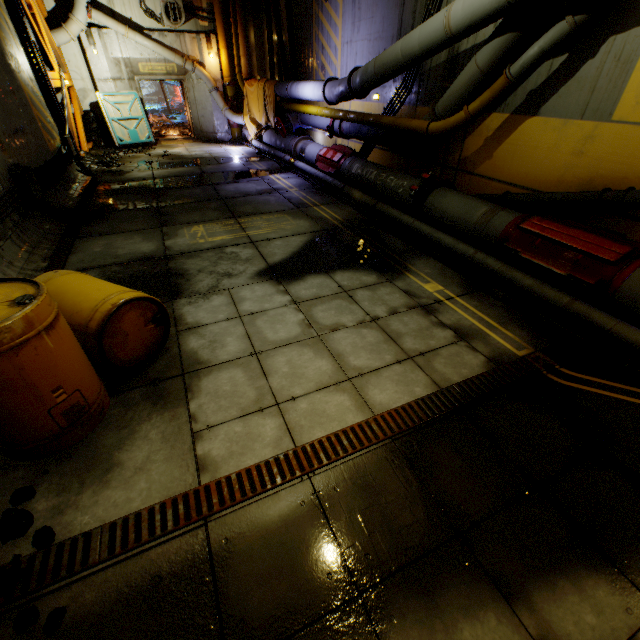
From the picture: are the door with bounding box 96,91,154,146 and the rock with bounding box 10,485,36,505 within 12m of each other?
no

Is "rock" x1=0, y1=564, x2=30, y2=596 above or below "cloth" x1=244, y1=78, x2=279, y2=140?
below

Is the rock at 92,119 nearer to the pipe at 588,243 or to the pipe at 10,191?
the pipe at 588,243

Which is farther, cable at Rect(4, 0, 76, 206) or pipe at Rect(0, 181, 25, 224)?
cable at Rect(4, 0, 76, 206)

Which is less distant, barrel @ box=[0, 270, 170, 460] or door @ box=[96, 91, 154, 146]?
barrel @ box=[0, 270, 170, 460]

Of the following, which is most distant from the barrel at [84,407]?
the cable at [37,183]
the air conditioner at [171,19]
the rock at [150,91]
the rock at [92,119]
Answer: the rock at [150,91]

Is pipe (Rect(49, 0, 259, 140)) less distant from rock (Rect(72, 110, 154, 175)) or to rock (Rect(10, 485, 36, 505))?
rock (Rect(72, 110, 154, 175))

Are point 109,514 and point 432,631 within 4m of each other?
yes
